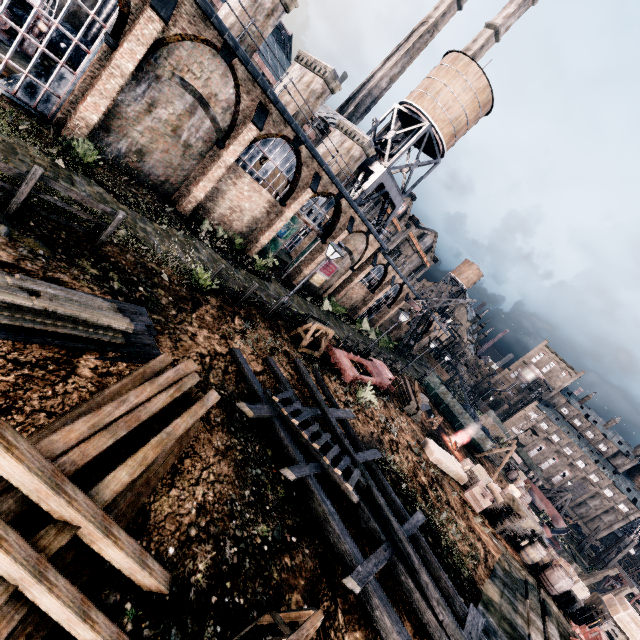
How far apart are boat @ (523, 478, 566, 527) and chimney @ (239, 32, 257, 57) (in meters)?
60.85

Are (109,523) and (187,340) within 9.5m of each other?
yes

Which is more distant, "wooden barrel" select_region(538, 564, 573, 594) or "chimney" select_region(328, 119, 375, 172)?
"chimney" select_region(328, 119, 375, 172)

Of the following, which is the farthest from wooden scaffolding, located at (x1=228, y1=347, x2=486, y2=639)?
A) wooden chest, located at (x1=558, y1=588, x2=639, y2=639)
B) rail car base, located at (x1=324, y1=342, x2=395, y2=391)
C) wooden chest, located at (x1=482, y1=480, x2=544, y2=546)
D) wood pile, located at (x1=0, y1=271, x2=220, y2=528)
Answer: wooden chest, located at (x1=558, y1=588, x2=639, y2=639)

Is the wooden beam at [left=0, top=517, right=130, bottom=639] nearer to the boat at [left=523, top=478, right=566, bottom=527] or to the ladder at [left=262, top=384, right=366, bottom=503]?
the ladder at [left=262, top=384, right=366, bottom=503]

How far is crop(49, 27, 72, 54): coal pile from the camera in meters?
21.7 m

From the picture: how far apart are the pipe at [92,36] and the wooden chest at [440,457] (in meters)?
39.75

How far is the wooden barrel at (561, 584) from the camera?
17.4m
